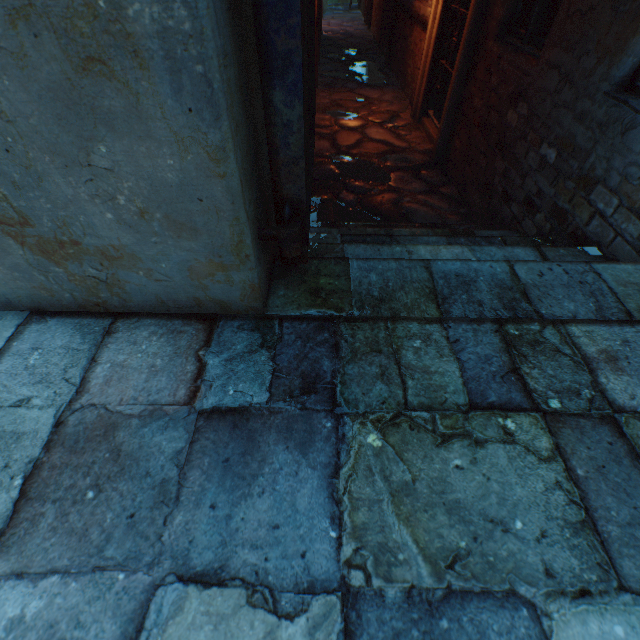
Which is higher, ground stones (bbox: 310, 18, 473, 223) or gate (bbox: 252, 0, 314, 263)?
gate (bbox: 252, 0, 314, 263)

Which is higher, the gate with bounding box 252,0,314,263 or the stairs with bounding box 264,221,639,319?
the gate with bounding box 252,0,314,263

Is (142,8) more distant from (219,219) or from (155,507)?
(155,507)

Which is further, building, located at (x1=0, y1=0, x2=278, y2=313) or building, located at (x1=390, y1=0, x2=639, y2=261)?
building, located at (x1=390, y1=0, x2=639, y2=261)

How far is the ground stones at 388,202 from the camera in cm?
387

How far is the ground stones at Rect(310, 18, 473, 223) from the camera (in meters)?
3.87

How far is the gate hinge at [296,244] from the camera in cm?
119

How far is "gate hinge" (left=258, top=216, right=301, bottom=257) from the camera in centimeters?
119cm
